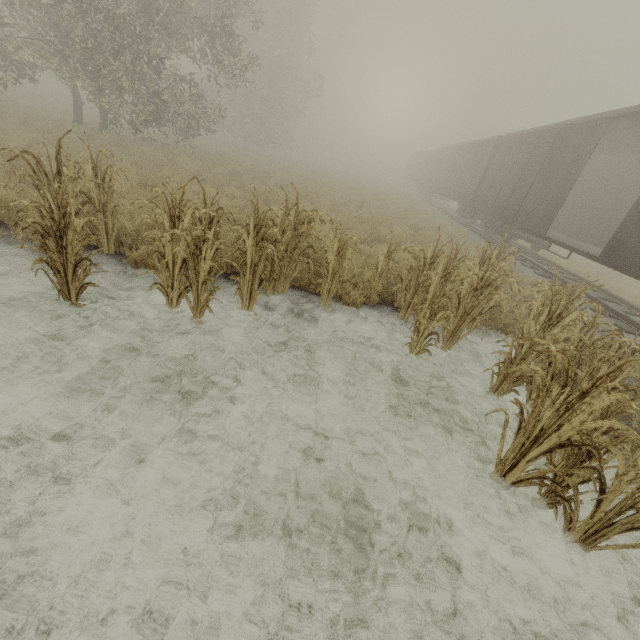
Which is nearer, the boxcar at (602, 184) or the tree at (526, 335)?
the tree at (526, 335)

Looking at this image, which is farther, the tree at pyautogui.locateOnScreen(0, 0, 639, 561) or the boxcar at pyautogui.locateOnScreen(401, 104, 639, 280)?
the boxcar at pyautogui.locateOnScreen(401, 104, 639, 280)

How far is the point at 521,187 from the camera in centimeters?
1298cm
